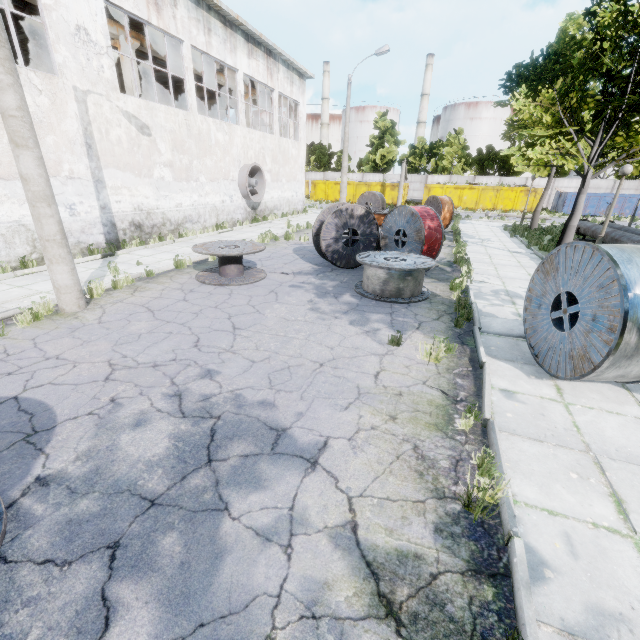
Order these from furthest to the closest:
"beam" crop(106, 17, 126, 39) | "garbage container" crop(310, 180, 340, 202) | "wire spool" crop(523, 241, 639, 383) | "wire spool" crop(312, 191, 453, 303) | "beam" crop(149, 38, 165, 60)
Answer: "garbage container" crop(310, 180, 340, 202)
"beam" crop(149, 38, 165, 60)
"beam" crop(106, 17, 126, 39)
"wire spool" crop(312, 191, 453, 303)
"wire spool" crop(523, 241, 639, 383)

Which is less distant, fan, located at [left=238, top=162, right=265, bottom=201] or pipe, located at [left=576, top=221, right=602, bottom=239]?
pipe, located at [left=576, top=221, right=602, bottom=239]

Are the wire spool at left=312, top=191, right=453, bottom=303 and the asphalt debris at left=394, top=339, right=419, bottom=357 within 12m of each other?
yes

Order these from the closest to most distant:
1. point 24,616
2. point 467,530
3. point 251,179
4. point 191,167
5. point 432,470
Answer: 1. point 24,616
2. point 467,530
3. point 432,470
4. point 191,167
5. point 251,179

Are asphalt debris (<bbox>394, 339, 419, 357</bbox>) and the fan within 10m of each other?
no

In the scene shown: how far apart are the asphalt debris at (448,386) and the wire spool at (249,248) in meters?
5.0 m

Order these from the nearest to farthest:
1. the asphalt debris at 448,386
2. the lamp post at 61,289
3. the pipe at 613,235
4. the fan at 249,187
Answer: the asphalt debris at 448,386, the lamp post at 61,289, the pipe at 613,235, the fan at 249,187

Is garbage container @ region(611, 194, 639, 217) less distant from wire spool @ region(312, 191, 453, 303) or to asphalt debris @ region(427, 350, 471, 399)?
wire spool @ region(312, 191, 453, 303)
